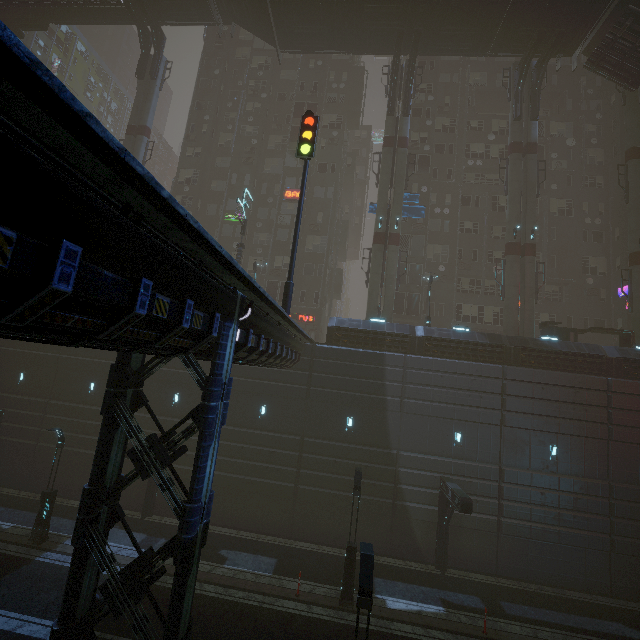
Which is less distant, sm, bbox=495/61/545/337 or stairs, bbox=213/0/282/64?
sm, bbox=495/61/545/337

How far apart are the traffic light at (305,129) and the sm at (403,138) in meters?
11.8

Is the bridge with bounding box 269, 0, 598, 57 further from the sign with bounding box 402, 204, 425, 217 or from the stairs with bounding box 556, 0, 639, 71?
the sign with bounding box 402, 204, 425, 217

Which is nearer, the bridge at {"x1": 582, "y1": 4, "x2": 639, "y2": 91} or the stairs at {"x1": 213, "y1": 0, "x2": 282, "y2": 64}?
the bridge at {"x1": 582, "y1": 4, "x2": 639, "y2": 91}

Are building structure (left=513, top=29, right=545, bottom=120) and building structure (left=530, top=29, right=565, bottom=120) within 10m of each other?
yes

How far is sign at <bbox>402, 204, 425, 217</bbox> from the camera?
28.1 meters

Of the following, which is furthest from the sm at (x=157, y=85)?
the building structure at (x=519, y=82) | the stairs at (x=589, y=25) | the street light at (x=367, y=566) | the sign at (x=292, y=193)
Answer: the stairs at (x=589, y=25)

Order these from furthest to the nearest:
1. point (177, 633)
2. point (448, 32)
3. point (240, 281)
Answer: point (448, 32)
point (240, 281)
point (177, 633)
